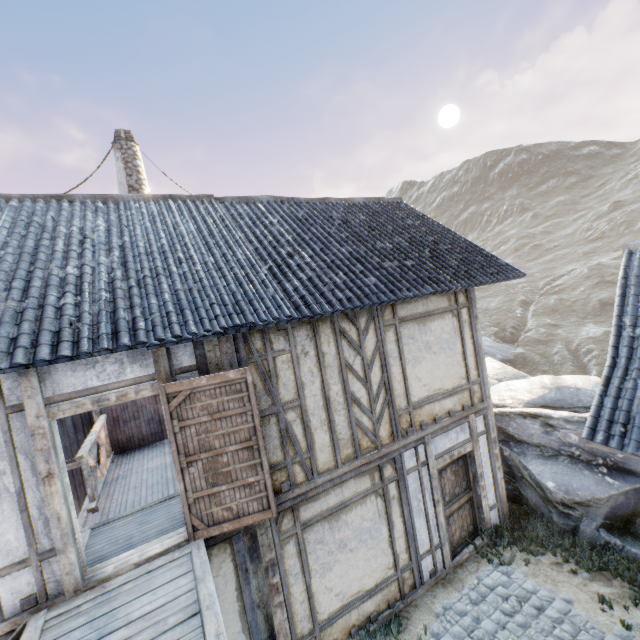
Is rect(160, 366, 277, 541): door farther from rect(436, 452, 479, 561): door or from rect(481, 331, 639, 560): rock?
rect(481, 331, 639, 560): rock

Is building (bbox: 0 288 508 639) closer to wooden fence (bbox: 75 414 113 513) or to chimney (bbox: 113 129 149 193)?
chimney (bbox: 113 129 149 193)

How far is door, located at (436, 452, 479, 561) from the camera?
6.80m

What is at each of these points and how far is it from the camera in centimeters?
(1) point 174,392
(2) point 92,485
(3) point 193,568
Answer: (1) door, 432cm
(2) wooden fence, 579cm
(3) wooden structure, 393cm

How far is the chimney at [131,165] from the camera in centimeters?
959cm

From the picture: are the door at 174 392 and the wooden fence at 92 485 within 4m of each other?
yes

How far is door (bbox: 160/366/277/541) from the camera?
4.3 meters

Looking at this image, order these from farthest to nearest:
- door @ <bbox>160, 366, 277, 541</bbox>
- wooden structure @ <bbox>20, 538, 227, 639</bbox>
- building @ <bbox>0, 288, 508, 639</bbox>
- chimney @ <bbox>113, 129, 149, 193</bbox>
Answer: chimney @ <bbox>113, 129, 149, 193</bbox> → door @ <bbox>160, 366, 277, 541</bbox> → building @ <bbox>0, 288, 508, 639</bbox> → wooden structure @ <bbox>20, 538, 227, 639</bbox>
